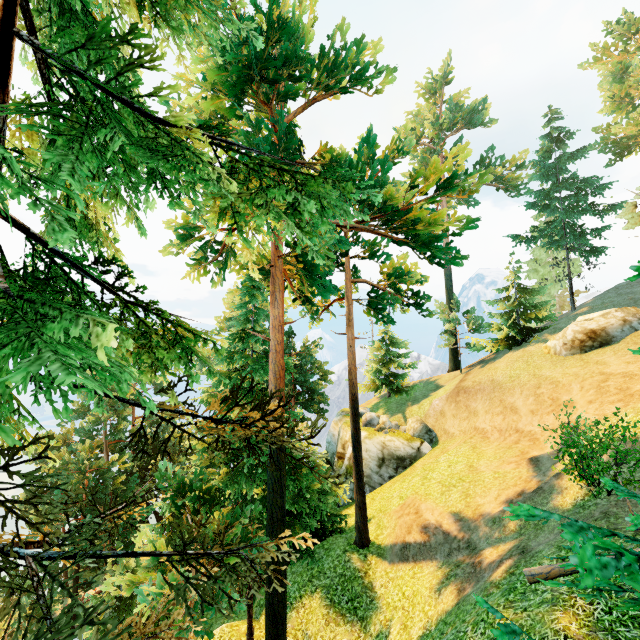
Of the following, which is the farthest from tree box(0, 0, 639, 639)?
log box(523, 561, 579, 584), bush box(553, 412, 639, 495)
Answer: bush box(553, 412, 639, 495)

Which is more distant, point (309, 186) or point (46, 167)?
point (309, 186)

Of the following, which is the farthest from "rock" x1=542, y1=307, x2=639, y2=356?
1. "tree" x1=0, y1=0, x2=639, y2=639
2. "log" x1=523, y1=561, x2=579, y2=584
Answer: "log" x1=523, y1=561, x2=579, y2=584

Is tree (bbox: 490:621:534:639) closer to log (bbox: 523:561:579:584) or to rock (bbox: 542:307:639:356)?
log (bbox: 523:561:579:584)

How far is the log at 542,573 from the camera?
7.59m

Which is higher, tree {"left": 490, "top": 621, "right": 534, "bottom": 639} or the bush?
the bush

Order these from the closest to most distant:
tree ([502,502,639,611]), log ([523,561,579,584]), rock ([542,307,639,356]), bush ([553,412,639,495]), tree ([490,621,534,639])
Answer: tree ([502,502,639,611]), tree ([490,621,534,639]), log ([523,561,579,584]), bush ([553,412,639,495]), rock ([542,307,639,356])

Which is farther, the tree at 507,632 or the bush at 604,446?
the bush at 604,446
